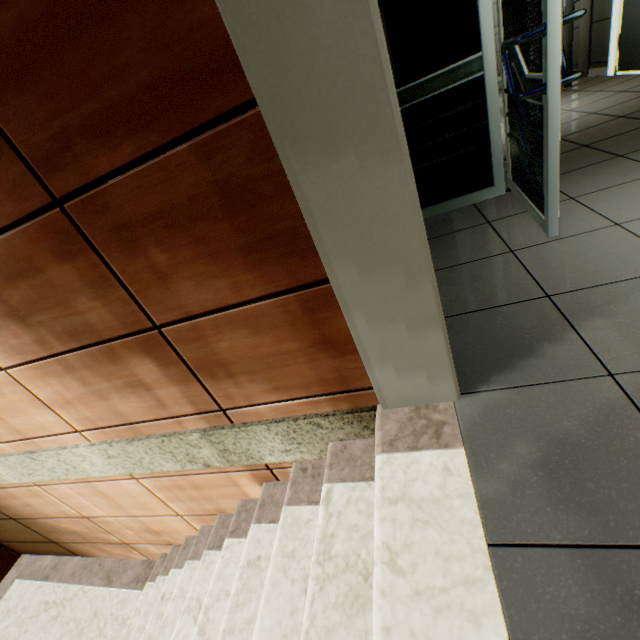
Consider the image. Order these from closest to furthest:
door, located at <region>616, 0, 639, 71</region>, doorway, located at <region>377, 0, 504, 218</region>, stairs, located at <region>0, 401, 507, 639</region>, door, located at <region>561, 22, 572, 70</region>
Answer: stairs, located at <region>0, 401, 507, 639</region>
doorway, located at <region>377, 0, 504, 218</region>
door, located at <region>616, 0, 639, 71</region>
door, located at <region>561, 22, 572, 70</region>

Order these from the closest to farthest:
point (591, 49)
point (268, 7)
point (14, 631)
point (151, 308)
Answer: point (268, 7) → point (151, 308) → point (14, 631) → point (591, 49)

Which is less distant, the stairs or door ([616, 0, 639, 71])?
the stairs

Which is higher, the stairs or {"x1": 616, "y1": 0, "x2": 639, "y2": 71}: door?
{"x1": 616, "y1": 0, "x2": 639, "y2": 71}: door

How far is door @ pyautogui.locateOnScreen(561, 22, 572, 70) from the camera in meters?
4.3

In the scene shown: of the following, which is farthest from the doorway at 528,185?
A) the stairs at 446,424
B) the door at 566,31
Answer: the door at 566,31

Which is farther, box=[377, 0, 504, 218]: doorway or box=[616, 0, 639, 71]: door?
box=[616, 0, 639, 71]: door
